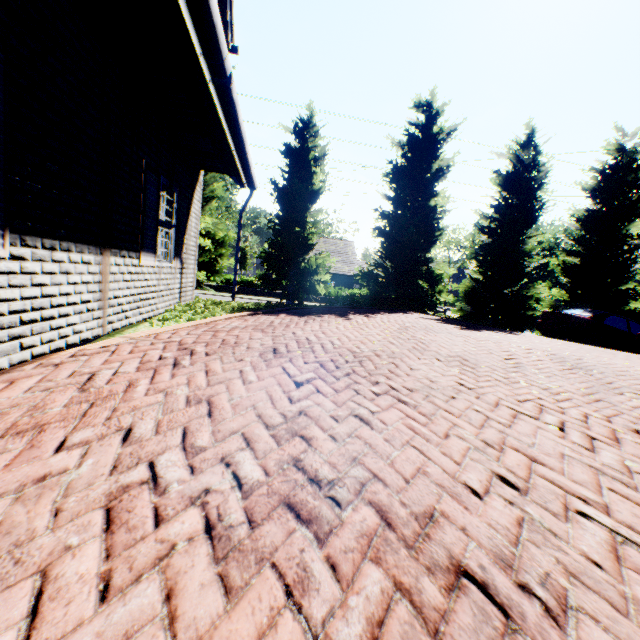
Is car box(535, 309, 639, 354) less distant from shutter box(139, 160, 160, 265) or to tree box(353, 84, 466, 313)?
tree box(353, 84, 466, 313)

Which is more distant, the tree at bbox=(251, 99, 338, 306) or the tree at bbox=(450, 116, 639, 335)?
the tree at bbox=(450, 116, 639, 335)

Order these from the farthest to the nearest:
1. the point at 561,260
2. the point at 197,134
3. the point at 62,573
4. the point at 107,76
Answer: the point at 561,260
the point at 197,134
the point at 107,76
the point at 62,573

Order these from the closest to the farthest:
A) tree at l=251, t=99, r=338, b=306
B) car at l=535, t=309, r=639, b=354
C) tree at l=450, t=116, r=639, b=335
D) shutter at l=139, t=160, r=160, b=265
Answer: shutter at l=139, t=160, r=160, b=265 < car at l=535, t=309, r=639, b=354 < tree at l=251, t=99, r=338, b=306 < tree at l=450, t=116, r=639, b=335

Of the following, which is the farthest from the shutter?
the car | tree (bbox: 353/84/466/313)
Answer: the car

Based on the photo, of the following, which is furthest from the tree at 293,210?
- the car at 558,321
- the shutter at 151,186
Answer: the shutter at 151,186

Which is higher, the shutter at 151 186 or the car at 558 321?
the shutter at 151 186
